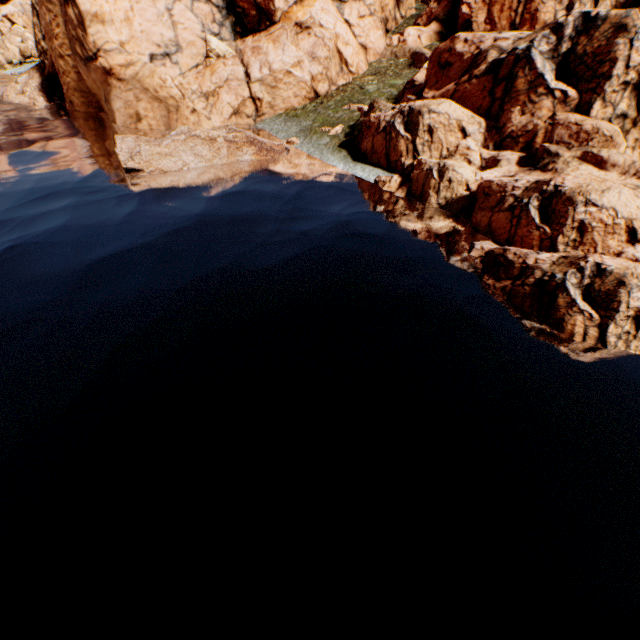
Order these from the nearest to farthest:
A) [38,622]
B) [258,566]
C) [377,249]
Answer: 1. [38,622]
2. [258,566]
3. [377,249]
